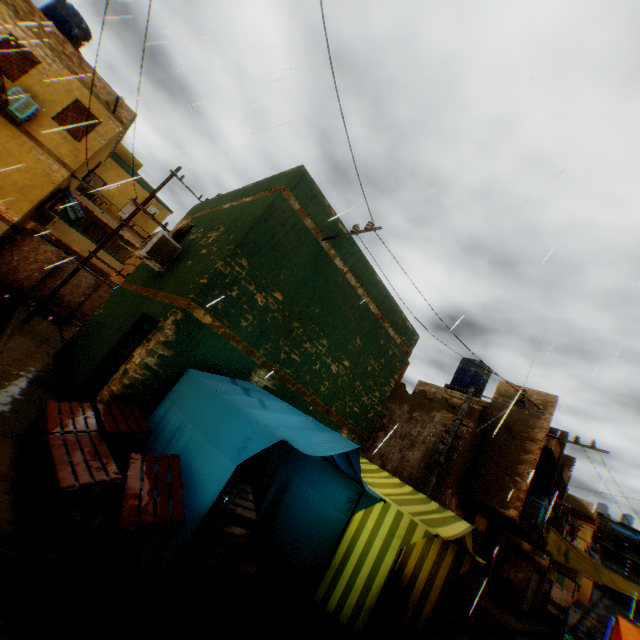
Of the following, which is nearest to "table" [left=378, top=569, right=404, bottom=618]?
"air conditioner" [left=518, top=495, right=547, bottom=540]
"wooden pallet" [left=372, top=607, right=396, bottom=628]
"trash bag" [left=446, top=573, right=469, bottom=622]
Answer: "wooden pallet" [left=372, top=607, right=396, bottom=628]

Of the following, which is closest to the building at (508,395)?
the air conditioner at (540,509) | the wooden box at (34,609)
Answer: the air conditioner at (540,509)

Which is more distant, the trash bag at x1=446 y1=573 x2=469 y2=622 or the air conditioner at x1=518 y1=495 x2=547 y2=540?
the air conditioner at x1=518 y1=495 x2=547 y2=540

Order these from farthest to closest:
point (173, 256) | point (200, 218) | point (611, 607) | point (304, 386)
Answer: point (611, 607) → point (200, 218) → point (173, 256) → point (304, 386)

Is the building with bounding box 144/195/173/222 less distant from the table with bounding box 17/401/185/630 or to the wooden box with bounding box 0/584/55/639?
the table with bounding box 17/401/185/630

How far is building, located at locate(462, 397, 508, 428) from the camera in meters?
12.3 m

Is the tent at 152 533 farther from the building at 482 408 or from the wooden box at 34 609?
the wooden box at 34 609

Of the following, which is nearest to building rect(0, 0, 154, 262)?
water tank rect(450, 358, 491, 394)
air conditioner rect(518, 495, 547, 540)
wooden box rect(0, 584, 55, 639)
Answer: air conditioner rect(518, 495, 547, 540)
